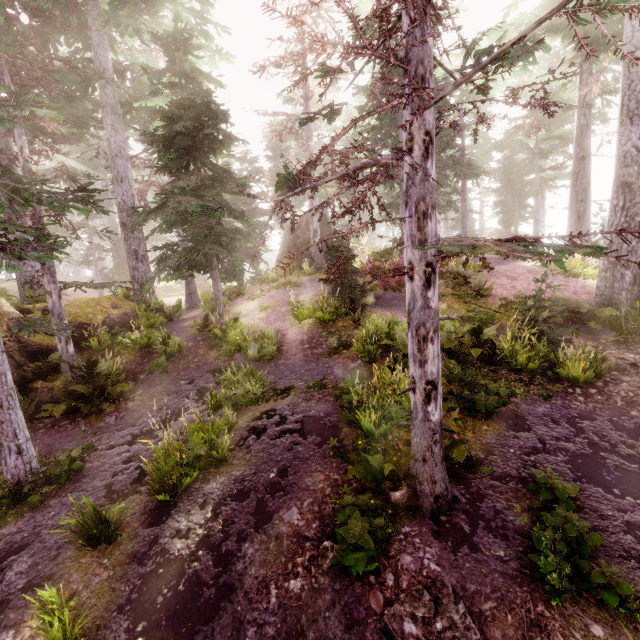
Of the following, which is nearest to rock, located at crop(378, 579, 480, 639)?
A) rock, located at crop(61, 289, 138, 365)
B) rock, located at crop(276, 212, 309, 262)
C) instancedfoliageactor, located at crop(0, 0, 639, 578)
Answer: instancedfoliageactor, located at crop(0, 0, 639, 578)

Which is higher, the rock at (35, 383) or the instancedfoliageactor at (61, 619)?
the rock at (35, 383)

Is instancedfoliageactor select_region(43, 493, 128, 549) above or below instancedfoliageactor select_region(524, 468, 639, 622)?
below

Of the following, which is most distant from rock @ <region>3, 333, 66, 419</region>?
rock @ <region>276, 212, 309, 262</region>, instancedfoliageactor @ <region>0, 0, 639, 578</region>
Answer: rock @ <region>276, 212, 309, 262</region>

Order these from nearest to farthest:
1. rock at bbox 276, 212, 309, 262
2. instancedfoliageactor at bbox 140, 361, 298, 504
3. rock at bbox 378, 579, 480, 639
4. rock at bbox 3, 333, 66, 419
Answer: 1. rock at bbox 378, 579, 480, 639
2. instancedfoliageactor at bbox 140, 361, 298, 504
3. rock at bbox 3, 333, 66, 419
4. rock at bbox 276, 212, 309, 262

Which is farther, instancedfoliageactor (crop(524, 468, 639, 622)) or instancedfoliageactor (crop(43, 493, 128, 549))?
instancedfoliageactor (crop(43, 493, 128, 549))

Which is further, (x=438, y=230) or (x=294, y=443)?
(x=438, y=230)

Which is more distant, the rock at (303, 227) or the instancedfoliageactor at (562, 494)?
the rock at (303, 227)
